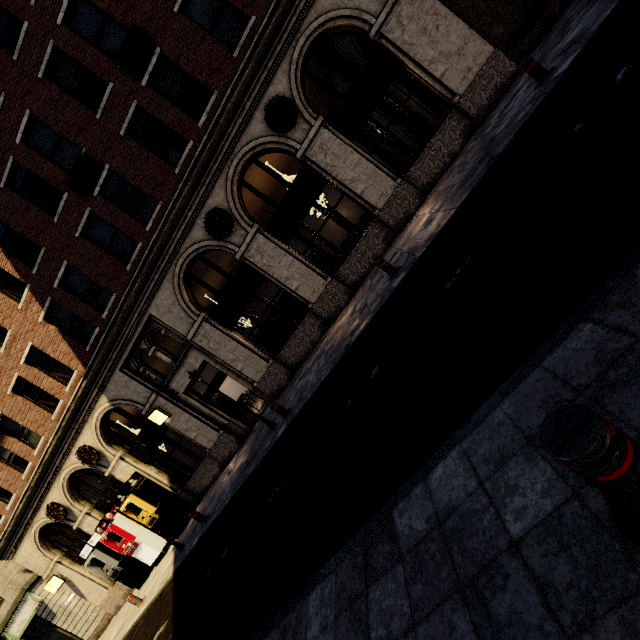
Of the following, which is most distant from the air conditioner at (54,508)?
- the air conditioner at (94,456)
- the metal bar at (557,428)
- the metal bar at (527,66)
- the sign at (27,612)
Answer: the metal bar at (527,66)

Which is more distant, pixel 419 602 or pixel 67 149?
pixel 67 149

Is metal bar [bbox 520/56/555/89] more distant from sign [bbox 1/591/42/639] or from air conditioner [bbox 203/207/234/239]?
sign [bbox 1/591/42/639]

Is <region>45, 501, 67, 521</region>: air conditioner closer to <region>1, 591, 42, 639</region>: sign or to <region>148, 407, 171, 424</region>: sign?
<region>1, 591, 42, 639</region>: sign

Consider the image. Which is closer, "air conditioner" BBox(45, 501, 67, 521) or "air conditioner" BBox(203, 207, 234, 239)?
"air conditioner" BBox(203, 207, 234, 239)

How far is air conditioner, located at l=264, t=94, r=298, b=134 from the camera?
9.9 meters

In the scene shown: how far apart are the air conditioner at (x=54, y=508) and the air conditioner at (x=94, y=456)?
2.95m

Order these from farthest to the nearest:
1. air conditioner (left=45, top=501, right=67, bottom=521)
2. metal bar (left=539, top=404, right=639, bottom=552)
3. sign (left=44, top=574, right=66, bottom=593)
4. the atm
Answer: sign (left=44, top=574, right=66, bottom=593) → air conditioner (left=45, top=501, right=67, bottom=521) → the atm → metal bar (left=539, top=404, right=639, bottom=552)
